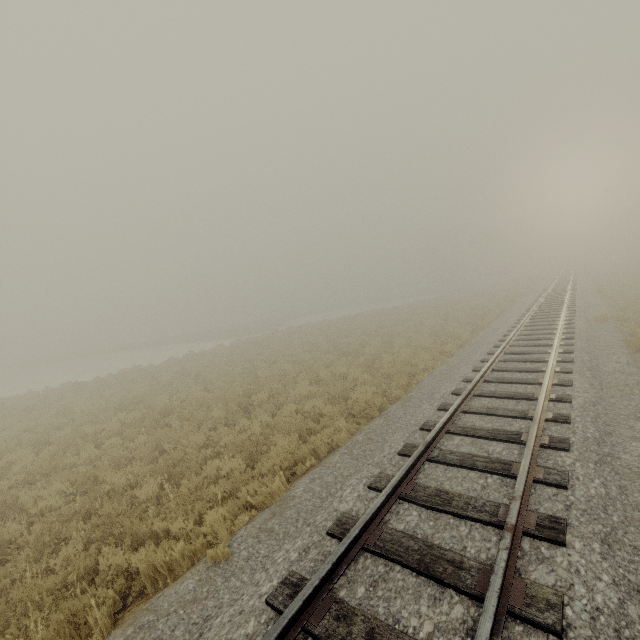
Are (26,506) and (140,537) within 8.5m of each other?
yes
